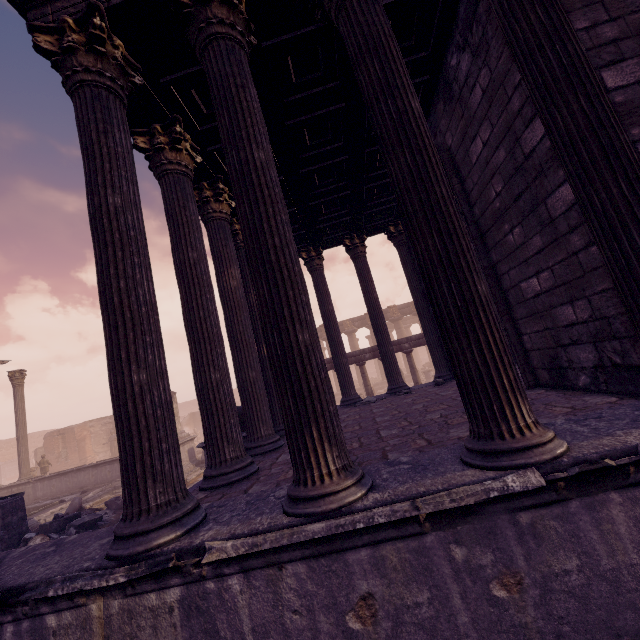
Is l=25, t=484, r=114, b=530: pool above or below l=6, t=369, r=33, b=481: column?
below

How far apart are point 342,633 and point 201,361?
3.0m

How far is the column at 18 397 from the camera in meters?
15.9

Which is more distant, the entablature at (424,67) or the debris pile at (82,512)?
the debris pile at (82,512)

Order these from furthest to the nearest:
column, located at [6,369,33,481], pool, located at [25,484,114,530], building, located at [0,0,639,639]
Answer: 1. column, located at [6,369,33,481]
2. pool, located at [25,484,114,530]
3. building, located at [0,0,639,639]

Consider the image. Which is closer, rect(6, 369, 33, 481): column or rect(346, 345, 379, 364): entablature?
rect(346, 345, 379, 364): entablature

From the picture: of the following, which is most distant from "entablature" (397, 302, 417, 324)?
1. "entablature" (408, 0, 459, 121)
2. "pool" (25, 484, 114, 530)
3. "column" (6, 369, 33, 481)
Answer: "entablature" (408, 0, 459, 121)

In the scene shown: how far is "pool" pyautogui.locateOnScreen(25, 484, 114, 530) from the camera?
11.4m
